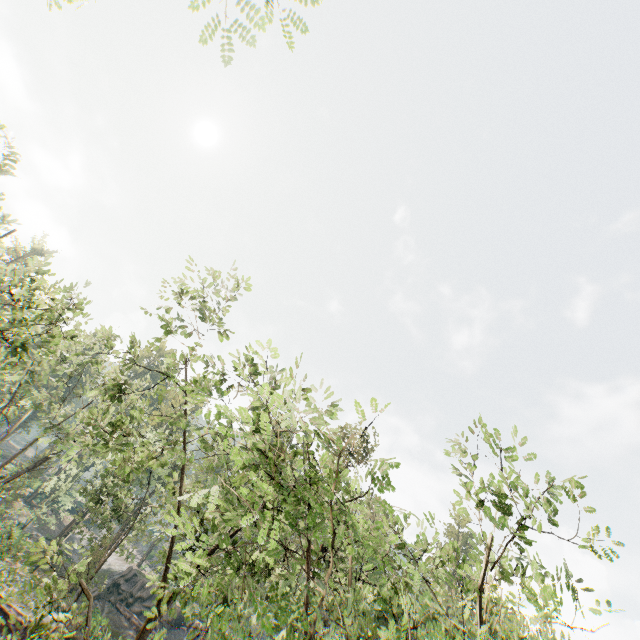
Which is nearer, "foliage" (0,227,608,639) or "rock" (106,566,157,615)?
"foliage" (0,227,608,639)

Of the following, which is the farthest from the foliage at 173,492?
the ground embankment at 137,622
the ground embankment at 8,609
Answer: the ground embankment at 137,622

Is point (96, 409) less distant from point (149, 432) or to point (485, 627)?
point (485, 627)

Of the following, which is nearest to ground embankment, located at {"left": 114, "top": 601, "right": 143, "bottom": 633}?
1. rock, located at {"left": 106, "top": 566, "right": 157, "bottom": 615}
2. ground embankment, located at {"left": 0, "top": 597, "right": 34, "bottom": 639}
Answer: rock, located at {"left": 106, "top": 566, "right": 157, "bottom": 615}

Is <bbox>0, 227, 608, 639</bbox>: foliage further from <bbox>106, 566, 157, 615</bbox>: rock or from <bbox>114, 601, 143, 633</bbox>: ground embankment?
<bbox>114, 601, 143, 633</bbox>: ground embankment

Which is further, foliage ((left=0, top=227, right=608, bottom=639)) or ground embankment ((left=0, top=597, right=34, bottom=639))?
ground embankment ((left=0, top=597, right=34, bottom=639))

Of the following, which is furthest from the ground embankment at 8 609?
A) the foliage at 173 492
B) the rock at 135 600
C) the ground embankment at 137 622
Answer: the rock at 135 600

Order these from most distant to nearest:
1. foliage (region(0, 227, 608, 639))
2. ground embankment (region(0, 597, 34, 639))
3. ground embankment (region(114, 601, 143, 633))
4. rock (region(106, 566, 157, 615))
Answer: rock (region(106, 566, 157, 615)), ground embankment (region(114, 601, 143, 633)), ground embankment (region(0, 597, 34, 639)), foliage (region(0, 227, 608, 639))
